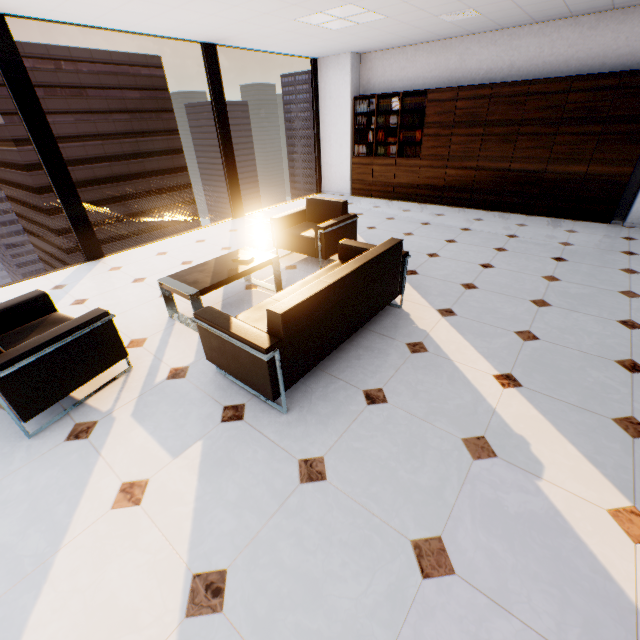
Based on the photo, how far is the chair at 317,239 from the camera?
4.3 meters

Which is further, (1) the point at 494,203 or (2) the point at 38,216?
(2) the point at 38,216

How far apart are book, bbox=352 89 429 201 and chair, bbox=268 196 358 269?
3.5m

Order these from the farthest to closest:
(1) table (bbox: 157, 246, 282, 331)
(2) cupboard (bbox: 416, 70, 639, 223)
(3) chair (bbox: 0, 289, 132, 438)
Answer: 1. (2) cupboard (bbox: 416, 70, 639, 223)
2. (1) table (bbox: 157, 246, 282, 331)
3. (3) chair (bbox: 0, 289, 132, 438)

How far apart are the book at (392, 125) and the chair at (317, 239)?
3.54m

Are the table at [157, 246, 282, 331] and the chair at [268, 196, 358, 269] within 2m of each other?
yes

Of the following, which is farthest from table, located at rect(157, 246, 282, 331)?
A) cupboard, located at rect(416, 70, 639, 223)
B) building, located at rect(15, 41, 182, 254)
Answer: building, located at rect(15, 41, 182, 254)

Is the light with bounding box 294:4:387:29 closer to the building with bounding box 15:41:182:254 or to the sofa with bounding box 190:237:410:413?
the sofa with bounding box 190:237:410:413
